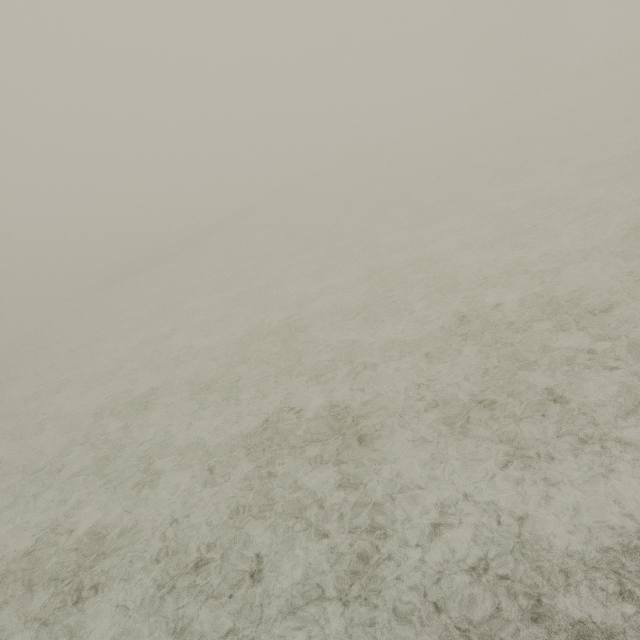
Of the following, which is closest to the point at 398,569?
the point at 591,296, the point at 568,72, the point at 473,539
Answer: the point at 473,539
